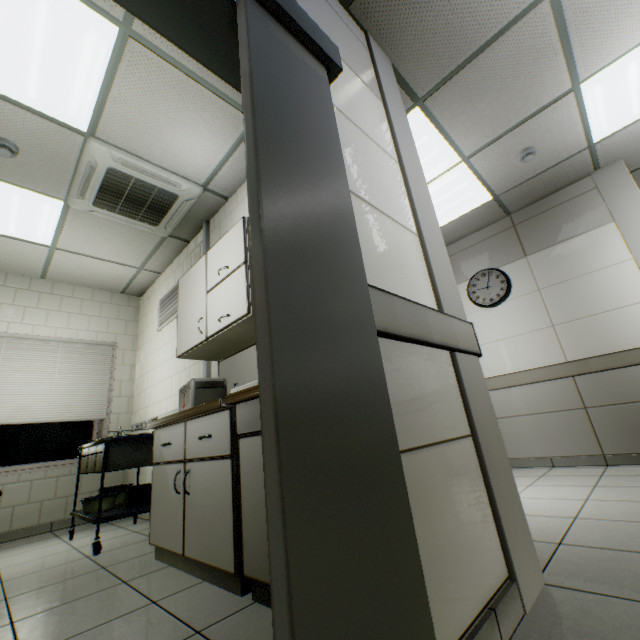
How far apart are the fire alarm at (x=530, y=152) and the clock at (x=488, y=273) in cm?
146

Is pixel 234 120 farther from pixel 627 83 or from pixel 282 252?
pixel 627 83

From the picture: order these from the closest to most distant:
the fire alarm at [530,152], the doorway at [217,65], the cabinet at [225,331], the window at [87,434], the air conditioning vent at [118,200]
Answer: the doorway at [217,65], the cabinet at [225,331], the air conditioning vent at [118,200], the fire alarm at [530,152], the window at [87,434]

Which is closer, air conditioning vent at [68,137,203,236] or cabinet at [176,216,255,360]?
cabinet at [176,216,255,360]

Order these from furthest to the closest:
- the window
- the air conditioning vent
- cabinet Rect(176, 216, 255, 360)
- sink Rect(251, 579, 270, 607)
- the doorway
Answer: the window → the air conditioning vent → cabinet Rect(176, 216, 255, 360) → sink Rect(251, 579, 270, 607) → the doorway

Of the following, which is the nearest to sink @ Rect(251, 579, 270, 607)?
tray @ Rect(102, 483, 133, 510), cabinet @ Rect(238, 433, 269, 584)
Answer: cabinet @ Rect(238, 433, 269, 584)

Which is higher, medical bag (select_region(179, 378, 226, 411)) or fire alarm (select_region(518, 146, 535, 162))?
fire alarm (select_region(518, 146, 535, 162))

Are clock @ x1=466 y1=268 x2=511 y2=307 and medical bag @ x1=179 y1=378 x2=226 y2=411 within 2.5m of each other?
no
